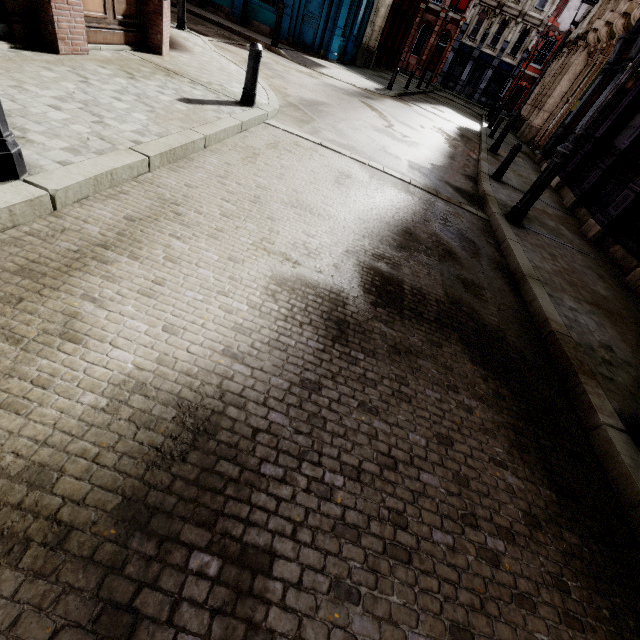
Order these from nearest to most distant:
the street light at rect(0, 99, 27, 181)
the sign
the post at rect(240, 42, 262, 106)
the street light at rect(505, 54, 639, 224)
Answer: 1. the street light at rect(0, 99, 27, 181)
2. the street light at rect(505, 54, 639, 224)
3. the post at rect(240, 42, 262, 106)
4. the sign

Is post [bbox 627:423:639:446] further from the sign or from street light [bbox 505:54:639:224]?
the sign

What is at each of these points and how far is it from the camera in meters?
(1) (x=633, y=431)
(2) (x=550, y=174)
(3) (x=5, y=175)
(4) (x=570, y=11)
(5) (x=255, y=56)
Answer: (1) post, 2.8 m
(2) street light, 5.8 m
(3) street light, 2.5 m
(4) sign, 20.5 m
(5) post, 5.7 m

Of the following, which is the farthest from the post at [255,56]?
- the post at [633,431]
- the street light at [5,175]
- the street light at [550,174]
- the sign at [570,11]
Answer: the sign at [570,11]

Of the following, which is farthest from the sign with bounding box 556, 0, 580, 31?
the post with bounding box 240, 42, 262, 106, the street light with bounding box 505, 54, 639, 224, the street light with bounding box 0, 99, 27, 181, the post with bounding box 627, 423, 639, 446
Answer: the street light with bounding box 0, 99, 27, 181

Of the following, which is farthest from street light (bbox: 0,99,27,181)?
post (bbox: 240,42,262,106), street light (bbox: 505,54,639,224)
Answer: street light (bbox: 505,54,639,224)

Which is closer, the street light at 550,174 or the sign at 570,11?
the street light at 550,174

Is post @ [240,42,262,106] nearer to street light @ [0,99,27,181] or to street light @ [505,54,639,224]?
street light @ [0,99,27,181]
